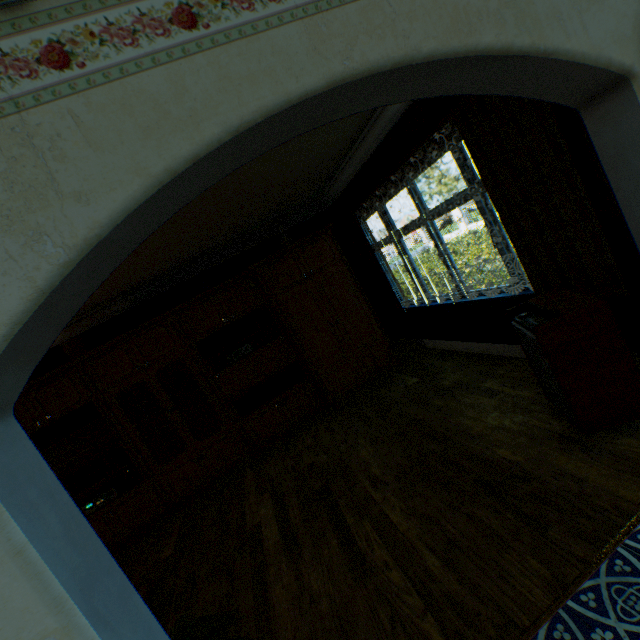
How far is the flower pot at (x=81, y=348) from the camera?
4.54m

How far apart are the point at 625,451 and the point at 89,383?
5.7m

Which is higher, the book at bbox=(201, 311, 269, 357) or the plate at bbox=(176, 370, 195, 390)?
the book at bbox=(201, 311, 269, 357)

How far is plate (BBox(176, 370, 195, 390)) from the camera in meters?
5.0

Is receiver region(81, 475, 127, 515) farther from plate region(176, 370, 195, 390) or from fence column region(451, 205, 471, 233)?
fence column region(451, 205, 471, 233)

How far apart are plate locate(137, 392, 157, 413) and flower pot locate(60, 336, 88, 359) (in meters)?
0.93

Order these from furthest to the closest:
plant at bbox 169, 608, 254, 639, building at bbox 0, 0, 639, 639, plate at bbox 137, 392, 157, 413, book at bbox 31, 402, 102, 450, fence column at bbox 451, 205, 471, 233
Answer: fence column at bbox 451, 205, 471, 233
plate at bbox 137, 392, 157, 413
book at bbox 31, 402, 102, 450
plant at bbox 169, 608, 254, 639
building at bbox 0, 0, 639, 639

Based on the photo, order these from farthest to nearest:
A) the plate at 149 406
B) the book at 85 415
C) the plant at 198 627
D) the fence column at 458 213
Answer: the fence column at 458 213, the plate at 149 406, the book at 85 415, the plant at 198 627
